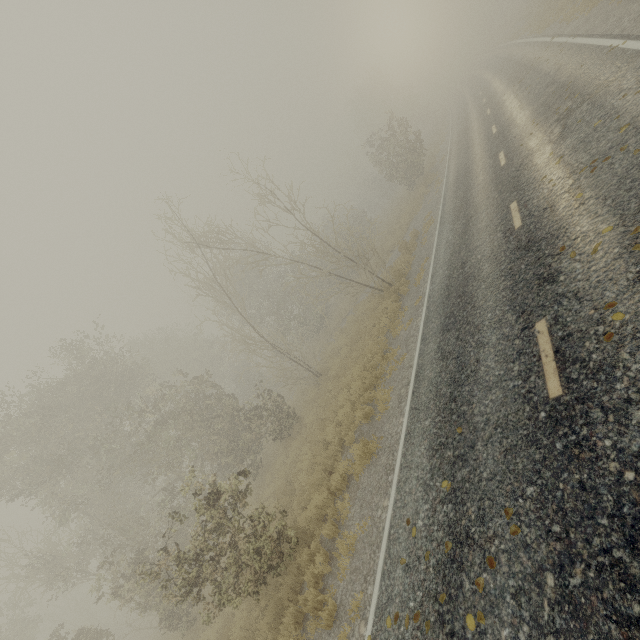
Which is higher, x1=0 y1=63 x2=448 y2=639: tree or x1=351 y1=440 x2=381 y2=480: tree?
x1=0 y1=63 x2=448 y2=639: tree

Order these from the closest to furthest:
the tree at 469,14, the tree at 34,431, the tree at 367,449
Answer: the tree at 367,449
the tree at 34,431
the tree at 469,14

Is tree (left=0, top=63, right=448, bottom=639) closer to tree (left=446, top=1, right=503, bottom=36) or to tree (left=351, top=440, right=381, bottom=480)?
tree (left=351, top=440, right=381, bottom=480)

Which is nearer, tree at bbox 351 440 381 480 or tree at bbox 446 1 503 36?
tree at bbox 351 440 381 480

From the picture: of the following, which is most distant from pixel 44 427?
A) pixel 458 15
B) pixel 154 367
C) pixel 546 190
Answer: pixel 458 15

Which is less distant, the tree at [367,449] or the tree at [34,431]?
the tree at [367,449]
